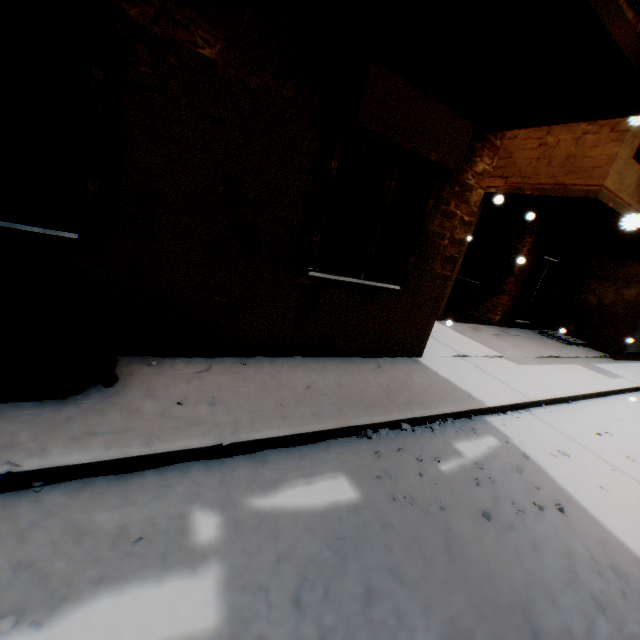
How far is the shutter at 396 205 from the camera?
4.0m

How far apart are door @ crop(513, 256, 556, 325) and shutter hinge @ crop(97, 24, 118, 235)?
11.5 meters

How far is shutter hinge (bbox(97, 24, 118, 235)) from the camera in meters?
2.4 m

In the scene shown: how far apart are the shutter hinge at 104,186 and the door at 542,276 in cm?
1153

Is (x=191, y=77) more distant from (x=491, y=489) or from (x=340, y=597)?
(x=491, y=489)

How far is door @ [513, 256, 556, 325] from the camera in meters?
10.5

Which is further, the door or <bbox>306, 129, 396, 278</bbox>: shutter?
the door

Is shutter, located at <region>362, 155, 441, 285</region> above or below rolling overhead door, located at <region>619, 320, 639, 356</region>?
above
